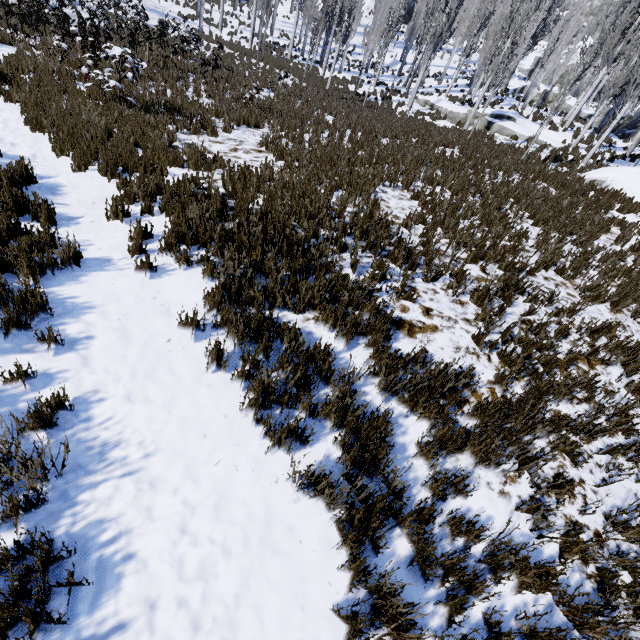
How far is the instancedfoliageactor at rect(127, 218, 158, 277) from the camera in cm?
444

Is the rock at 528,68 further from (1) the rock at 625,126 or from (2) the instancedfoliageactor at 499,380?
(1) the rock at 625,126

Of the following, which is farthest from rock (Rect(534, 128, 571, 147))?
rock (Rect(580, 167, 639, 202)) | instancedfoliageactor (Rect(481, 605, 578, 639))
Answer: instancedfoliageactor (Rect(481, 605, 578, 639))

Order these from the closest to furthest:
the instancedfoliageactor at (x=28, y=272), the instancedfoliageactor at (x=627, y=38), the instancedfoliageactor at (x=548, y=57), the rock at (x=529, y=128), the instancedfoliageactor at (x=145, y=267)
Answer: the instancedfoliageactor at (x=28, y=272)
the instancedfoliageactor at (x=145, y=267)
the instancedfoliageactor at (x=627, y=38)
the rock at (x=529, y=128)
the instancedfoliageactor at (x=548, y=57)

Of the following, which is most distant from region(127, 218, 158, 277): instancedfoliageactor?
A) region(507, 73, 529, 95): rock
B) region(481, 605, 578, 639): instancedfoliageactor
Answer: region(481, 605, 578, 639): instancedfoliageactor

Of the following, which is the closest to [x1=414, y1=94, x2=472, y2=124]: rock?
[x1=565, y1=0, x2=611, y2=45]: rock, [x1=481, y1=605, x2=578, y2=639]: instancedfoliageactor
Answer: [x1=481, y1=605, x2=578, y2=639]: instancedfoliageactor

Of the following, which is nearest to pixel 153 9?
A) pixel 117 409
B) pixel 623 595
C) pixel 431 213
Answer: pixel 431 213

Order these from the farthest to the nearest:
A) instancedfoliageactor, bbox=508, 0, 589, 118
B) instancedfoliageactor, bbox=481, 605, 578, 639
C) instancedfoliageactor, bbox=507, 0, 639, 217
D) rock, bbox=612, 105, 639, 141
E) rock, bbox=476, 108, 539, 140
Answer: rock, bbox=612, 105, 639, 141 → instancedfoliageactor, bbox=508, 0, 589, 118 → rock, bbox=476, 108, 539, 140 → instancedfoliageactor, bbox=507, 0, 639, 217 → instancedfoliageactor, bbox=481, 605, 578, 639
